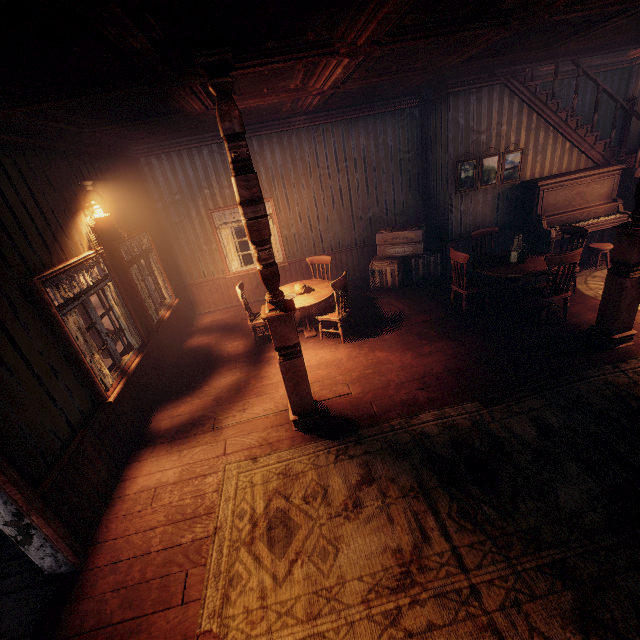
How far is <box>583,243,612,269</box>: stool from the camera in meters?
6.5 m

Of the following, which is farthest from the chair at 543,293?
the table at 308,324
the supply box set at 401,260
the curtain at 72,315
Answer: the curtain at 72,315

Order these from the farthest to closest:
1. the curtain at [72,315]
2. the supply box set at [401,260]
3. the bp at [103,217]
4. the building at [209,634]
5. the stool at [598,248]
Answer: the supply box set at [401,260], the stool at [598,248], the bp at [103,217], the curtain at [72,315], the building at [209,634]

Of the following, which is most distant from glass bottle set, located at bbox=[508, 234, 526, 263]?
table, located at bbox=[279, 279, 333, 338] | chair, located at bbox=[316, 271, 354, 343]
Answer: table, located at bbox=[279, 279, 333, 338]

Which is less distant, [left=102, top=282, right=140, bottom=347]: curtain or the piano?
[left=102, top=282, right=140, bottom=347]: curtain

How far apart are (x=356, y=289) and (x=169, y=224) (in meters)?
4.74

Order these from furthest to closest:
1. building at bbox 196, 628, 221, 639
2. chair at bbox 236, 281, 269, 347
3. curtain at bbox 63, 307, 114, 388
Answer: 1. chair at bbox 236, 281, 269, 347
2. curtain at bbox 63, 307, 114, 388
3. building at bbox 196, 628, 221, 639

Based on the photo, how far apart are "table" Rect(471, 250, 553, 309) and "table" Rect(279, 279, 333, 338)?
2.9m
